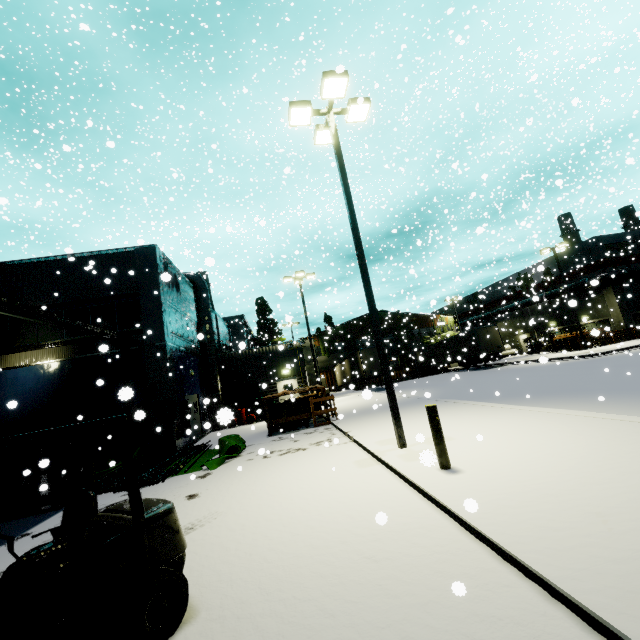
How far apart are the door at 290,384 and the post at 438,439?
17.77m

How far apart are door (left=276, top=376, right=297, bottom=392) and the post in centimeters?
1777cm

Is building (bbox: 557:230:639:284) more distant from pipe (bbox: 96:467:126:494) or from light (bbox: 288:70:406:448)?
light (bbox: 288:70:406:448)

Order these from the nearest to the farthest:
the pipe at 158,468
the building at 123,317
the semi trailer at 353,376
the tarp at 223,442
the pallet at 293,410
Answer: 1. the pipe at 158,468
2. the tarp at 223,442
3. the building at 123,317
4. the pallet at 293,410
5. the semi trailer at 353,376

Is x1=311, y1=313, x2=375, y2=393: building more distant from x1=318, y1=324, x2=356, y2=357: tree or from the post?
the post

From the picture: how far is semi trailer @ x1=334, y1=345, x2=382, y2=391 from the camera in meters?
29.8

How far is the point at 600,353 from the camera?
20.8 meters

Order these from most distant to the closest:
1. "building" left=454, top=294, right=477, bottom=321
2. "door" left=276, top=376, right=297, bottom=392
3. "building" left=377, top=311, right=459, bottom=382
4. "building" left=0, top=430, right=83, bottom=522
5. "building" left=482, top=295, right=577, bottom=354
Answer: "building" left=454, top=294, right=477, bottom=321 → "building" left=377, top=311, right=459, bottom=382 → "building" left=482, top=295, right=577, bottom=354 → "door" left=276, top=376, right=297, bottom=392 → "building" left=0, top=430, right=83, bottom=522
